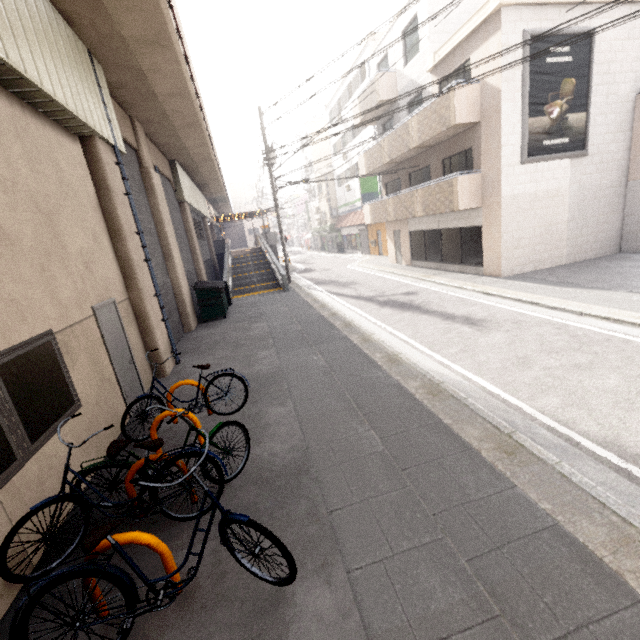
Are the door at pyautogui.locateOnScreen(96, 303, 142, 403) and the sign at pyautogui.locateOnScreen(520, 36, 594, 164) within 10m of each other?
no

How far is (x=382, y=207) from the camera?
18.7m

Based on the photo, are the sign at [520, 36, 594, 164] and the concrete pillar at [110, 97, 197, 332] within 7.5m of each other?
no

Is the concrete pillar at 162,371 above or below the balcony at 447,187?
below

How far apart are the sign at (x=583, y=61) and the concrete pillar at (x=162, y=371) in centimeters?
1252cm

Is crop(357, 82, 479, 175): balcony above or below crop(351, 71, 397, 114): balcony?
below

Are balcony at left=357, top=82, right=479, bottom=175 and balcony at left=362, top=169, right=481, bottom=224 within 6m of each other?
yes

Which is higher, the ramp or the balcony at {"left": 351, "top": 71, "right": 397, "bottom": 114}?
the balcony at {"left": 351, "top": 71, "right": 397, "bottom": 114}
